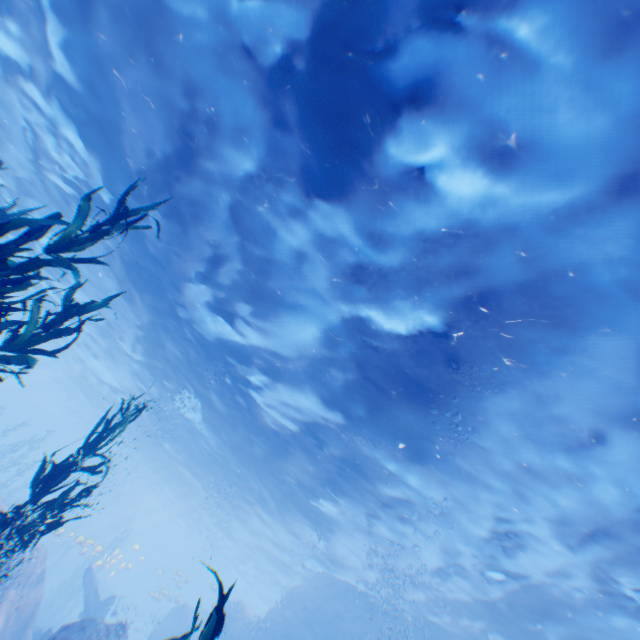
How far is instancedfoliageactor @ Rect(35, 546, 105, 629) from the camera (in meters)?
26.54

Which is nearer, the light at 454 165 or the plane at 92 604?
the light at 454 165

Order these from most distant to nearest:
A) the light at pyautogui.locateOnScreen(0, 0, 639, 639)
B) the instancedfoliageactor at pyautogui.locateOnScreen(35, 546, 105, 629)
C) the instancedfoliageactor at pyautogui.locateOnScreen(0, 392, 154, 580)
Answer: the instancedfoliageactor at pyautogui.locateOnScreen(35, 546, 105, 629) < the light at pyautogui.locateOnScreen(0, 0, 639, 639) < the instancedfoliageactor at pyautogui.locateOnScreen(0, 392, 154, 580)

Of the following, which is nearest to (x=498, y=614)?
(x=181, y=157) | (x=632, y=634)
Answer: (x=632, y=634)

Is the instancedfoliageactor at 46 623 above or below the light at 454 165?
below

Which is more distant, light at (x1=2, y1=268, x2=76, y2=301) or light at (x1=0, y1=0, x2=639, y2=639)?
light at (x1=2, y1=268, x2=76, y2=301)

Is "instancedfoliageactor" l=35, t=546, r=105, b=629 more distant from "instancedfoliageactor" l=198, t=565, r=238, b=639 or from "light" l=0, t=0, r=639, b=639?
"instancedfoliageactor" l=198, t=565, r=238, b=639

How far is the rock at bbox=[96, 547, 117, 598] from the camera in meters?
23.0
